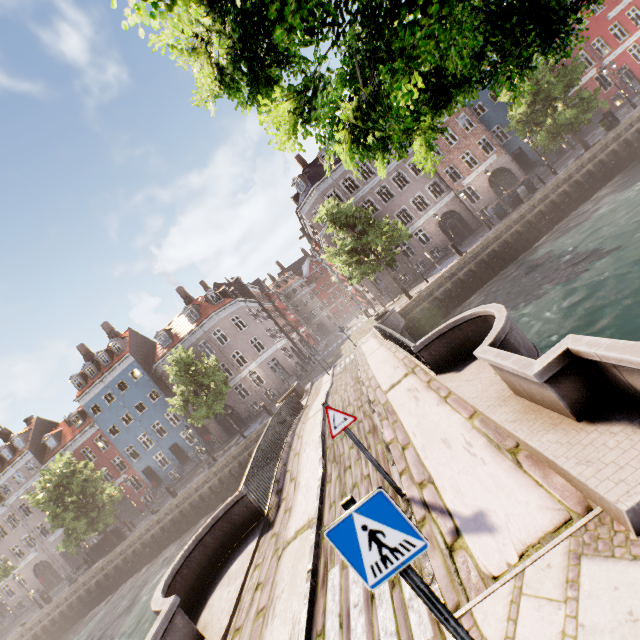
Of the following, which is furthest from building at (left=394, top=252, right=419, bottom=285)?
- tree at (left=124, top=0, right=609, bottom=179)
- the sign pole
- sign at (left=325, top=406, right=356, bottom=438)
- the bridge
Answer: the sign pole

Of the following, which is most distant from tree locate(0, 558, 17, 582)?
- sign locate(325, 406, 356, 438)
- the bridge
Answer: sign locate(325, 406, 356, 438)

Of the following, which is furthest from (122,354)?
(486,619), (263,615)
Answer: (486,619)

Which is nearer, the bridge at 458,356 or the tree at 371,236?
the bridge at 458,356

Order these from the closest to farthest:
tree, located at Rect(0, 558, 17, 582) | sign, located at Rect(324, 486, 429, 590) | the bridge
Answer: sign, located at Rect(324, 486, 429, 590) → the bridge → tree, located at Rect(0, 558, 17, 582)

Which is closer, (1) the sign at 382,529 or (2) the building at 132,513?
(1) the sign at 382,529

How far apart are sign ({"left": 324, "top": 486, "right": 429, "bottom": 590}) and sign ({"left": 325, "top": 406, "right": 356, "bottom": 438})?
2.95m
